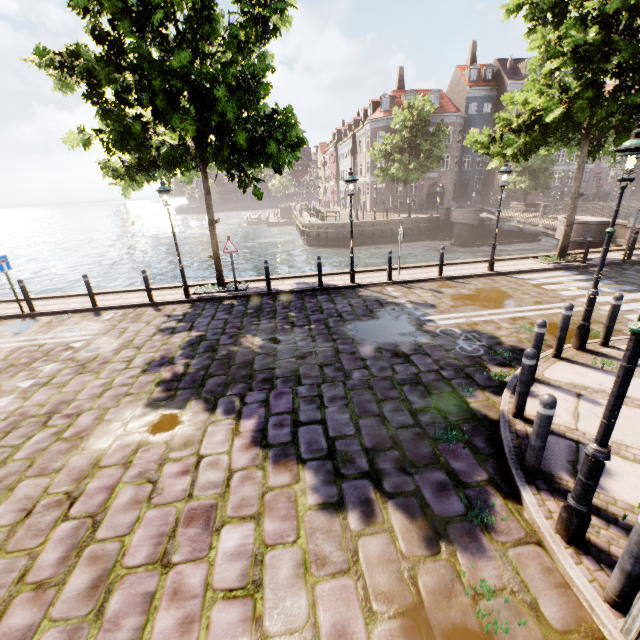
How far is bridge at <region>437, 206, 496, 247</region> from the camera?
28.3m

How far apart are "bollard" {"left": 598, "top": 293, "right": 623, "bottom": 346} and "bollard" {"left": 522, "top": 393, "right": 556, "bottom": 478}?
4.41m

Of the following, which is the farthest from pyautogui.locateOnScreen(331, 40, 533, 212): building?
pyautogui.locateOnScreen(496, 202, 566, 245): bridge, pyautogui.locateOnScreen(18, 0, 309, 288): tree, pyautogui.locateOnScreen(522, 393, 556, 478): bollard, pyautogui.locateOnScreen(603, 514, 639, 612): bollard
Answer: pyautogui.locateOnScreen(603, 514, 639, 612): bollard

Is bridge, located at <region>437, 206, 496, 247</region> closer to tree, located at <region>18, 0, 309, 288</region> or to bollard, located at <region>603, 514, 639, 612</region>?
tree, located at <region>18, 0, 309, 288</region>

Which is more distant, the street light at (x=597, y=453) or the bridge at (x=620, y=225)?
the bridge at (x=620, y=225)

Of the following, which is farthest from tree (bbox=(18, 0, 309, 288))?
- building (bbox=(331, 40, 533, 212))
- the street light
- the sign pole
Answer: the sign pole

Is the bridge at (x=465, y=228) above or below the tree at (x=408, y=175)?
below

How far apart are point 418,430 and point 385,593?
2.2 meters
